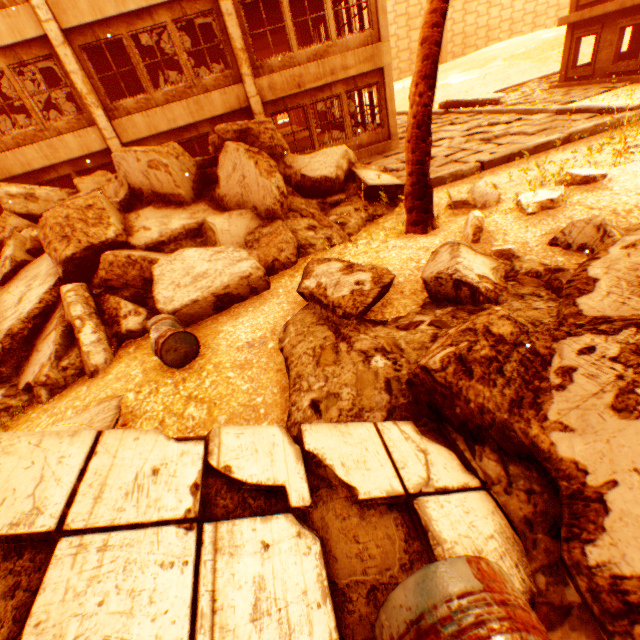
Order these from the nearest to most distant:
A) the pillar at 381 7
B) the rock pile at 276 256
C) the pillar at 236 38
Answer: the rock pile at 276 256 < the pillar at 236 38 < the pillar at 381 7

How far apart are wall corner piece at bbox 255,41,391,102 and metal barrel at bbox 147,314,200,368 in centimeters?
978cm

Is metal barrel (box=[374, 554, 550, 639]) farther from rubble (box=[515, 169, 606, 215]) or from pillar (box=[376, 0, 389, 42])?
pillar (box=[376, 0, 389, 42])

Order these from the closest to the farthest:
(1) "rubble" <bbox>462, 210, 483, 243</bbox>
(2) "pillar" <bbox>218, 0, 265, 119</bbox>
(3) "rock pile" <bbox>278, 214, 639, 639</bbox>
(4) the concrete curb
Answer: (3) "rock pile" <bbox>278, 214, 639, 639</bbox>, (1) "rubble" <bbox>462, 210, 483, 243</bbox>, (4) the concrete curb, (2) "pillar" <bbox>218, 0, 265, 119</bbox>

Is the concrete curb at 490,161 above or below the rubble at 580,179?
below

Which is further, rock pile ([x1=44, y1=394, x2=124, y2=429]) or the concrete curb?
the concrete curb

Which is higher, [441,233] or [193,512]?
[193,512]

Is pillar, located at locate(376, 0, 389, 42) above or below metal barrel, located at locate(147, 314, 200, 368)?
above
